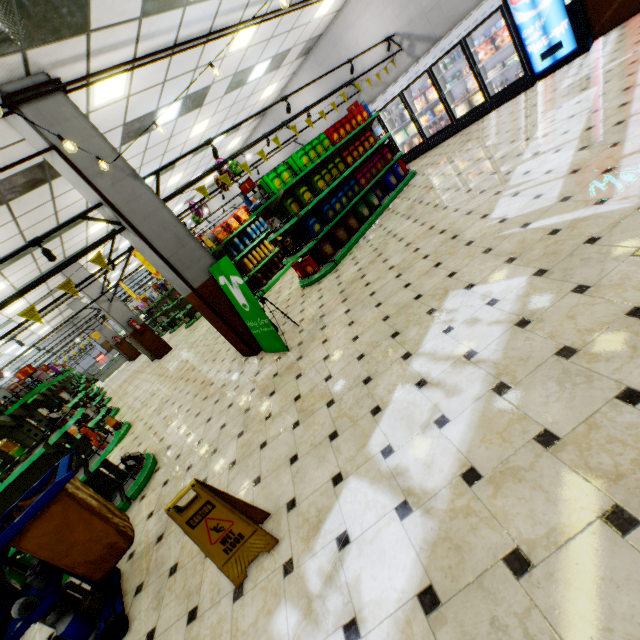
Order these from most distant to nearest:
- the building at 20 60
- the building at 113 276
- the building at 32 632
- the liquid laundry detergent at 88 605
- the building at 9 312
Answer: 1. the building at 113 276
2. the building at 9 312
3. the building at 20 60
4. the building at 32 632
5. the liquid laundry detergent at 88 605

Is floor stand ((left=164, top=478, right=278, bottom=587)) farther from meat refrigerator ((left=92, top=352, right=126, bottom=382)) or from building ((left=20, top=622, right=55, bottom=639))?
meat refrigerator ((left=92, top=352, right=126, bottom=382))

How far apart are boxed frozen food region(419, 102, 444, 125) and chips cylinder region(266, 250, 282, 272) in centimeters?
653cm

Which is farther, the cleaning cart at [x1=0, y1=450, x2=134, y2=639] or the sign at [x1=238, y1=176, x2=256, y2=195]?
the sign at [x1=238, y1=176, x2=256, y2=195]

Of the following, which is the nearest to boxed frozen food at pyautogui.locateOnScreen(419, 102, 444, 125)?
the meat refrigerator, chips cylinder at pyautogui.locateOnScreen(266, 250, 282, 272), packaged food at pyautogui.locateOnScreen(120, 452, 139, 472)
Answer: chips cylinder at pyautogui.locateOnScreen(266, 250, 282, 272)

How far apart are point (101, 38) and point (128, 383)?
12.9 meters

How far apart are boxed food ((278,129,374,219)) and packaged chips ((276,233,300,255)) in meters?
0.4

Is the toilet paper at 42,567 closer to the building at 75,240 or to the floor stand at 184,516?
the building at 75,240
